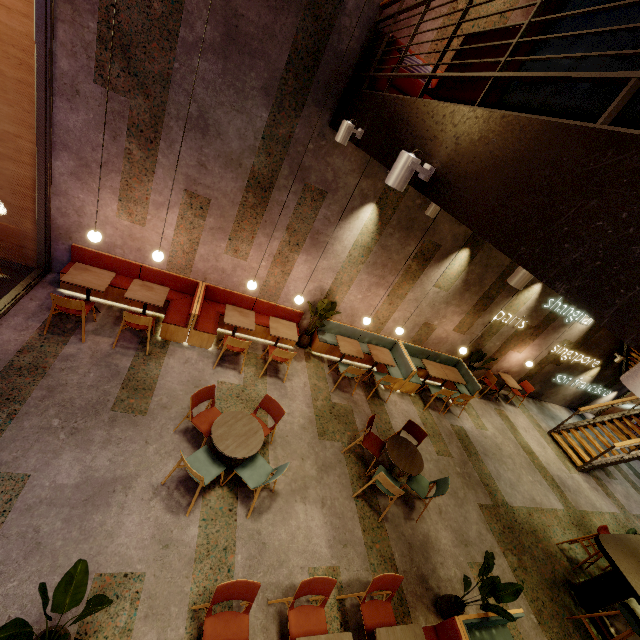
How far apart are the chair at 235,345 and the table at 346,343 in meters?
2.2 m

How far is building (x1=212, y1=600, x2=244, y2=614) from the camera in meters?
3.6 m

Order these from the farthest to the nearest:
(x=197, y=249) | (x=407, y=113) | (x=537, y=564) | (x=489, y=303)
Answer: (x=489, y=303)
(x=197, y=249)
(x=537, y=564)
(x=407, y=113)

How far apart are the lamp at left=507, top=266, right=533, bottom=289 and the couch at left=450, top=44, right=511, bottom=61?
1.0 meters

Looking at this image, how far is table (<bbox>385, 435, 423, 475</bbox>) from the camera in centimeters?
546cm

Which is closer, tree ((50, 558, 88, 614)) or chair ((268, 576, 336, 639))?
tree ((50, 558, 88, 614))

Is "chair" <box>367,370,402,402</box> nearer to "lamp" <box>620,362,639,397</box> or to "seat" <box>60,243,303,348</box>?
"seat" <box>60,243,303,348</box>

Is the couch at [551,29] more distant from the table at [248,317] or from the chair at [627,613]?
the chair at [627,613]
